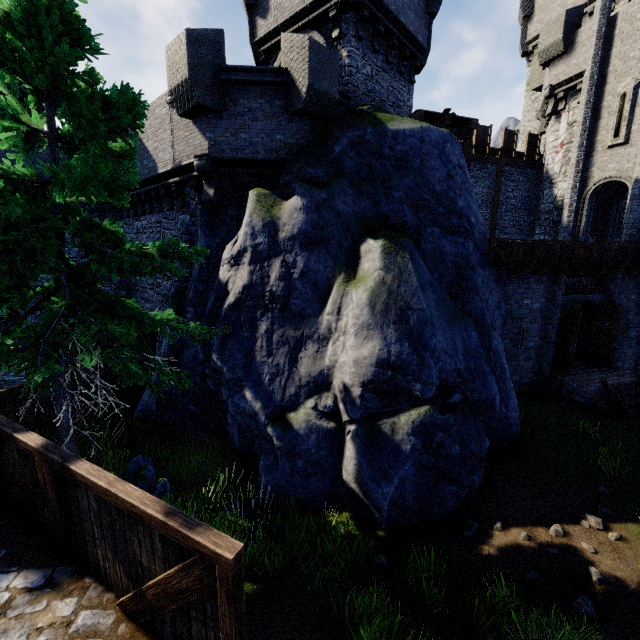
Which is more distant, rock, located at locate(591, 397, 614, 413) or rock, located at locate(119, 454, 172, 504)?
rock, located at locate(591, 397, 614, 413)

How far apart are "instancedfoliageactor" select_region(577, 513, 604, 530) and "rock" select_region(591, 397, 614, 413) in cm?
603

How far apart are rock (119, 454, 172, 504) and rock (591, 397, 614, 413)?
13.42m

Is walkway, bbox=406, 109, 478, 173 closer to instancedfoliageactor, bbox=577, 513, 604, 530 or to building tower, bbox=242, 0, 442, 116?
building tower, bbox=242, 0, 442, 116

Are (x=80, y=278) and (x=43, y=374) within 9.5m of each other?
yes

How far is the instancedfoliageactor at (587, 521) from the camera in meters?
6.4 m

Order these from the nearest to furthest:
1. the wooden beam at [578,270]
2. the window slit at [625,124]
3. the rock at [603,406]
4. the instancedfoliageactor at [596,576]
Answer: the instancedfoliageactor at [596,576], the rock at [603,406], the wooden beam at [578,270], the window slit at [625,124]

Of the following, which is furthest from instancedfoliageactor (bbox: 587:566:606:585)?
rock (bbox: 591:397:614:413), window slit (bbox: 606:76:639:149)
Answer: window slit (bbox: 606:76:639:149)
